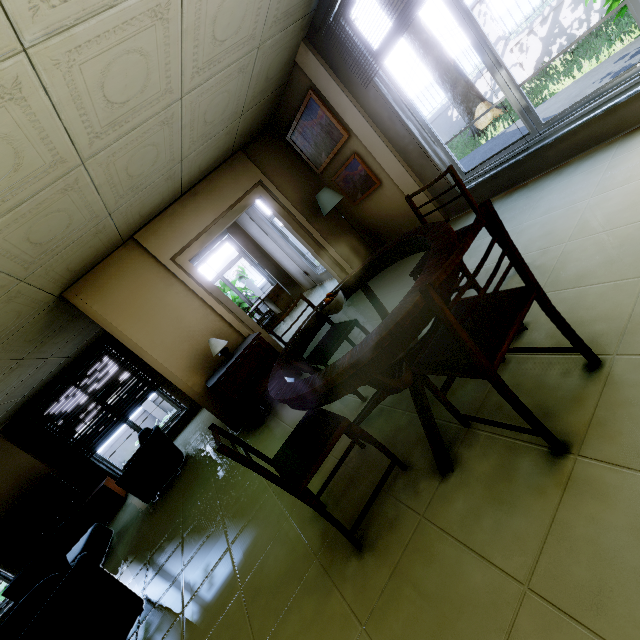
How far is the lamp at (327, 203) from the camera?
4.7m

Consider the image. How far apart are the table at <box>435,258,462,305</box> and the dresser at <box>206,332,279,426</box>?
1.6m

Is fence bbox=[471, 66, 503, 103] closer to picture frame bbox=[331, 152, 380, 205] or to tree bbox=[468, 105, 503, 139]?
tree bbox=[468, 105, 503, 139]

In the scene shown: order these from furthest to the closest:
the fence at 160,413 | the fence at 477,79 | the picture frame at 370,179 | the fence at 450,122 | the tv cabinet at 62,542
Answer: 1. the fence at 160,413
2. the fence at 450,122
3. the fence at 477,79
4. the tv cabinet at 62,542
5. the picture frame at 370,179

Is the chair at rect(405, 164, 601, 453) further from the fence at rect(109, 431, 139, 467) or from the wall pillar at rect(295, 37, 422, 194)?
the fence at rect(109, 431, 139, 467)

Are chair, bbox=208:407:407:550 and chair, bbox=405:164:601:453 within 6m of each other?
yes

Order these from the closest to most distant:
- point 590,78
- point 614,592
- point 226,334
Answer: point 614,592 < point 226,334 < point 590,78

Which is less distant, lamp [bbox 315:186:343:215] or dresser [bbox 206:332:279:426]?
dresser [bbox 206:332:279:426]
